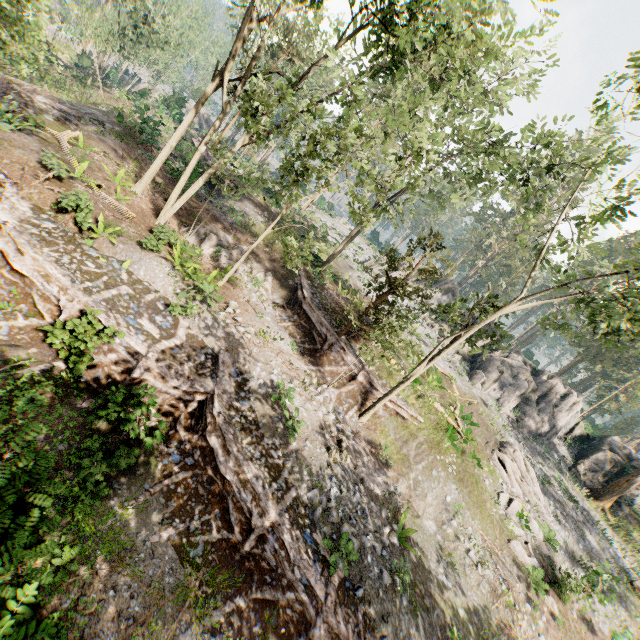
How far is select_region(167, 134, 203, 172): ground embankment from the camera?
25.6 meters

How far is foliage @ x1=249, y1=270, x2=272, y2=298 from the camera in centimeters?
2022cm

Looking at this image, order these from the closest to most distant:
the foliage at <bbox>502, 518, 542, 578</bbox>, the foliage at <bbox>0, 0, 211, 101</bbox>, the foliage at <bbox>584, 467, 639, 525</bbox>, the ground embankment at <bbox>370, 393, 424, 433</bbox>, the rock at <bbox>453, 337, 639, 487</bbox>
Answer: the foliage at <bbox>0, 0, 211, 101</bbox>
the foliage at <bbox>502, 518, 542, 578</bbox>
the ground embankment at <bbox>370, 393, 424, 433</bbox>
the foliage at <bbox>584, 467, 639, 525</bbox>
the rock at <bbox>453, 337, 639, 487</bbox>

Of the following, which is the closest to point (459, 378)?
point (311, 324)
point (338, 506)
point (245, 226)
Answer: point (311, 324)

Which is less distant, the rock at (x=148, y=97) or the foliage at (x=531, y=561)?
the foliage at (x=531, y=561)

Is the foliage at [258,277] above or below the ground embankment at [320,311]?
above

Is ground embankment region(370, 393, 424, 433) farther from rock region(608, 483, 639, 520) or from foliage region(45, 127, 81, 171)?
rock region(608, 483, 639, 520)

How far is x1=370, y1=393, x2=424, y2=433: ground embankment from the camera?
18.0m
